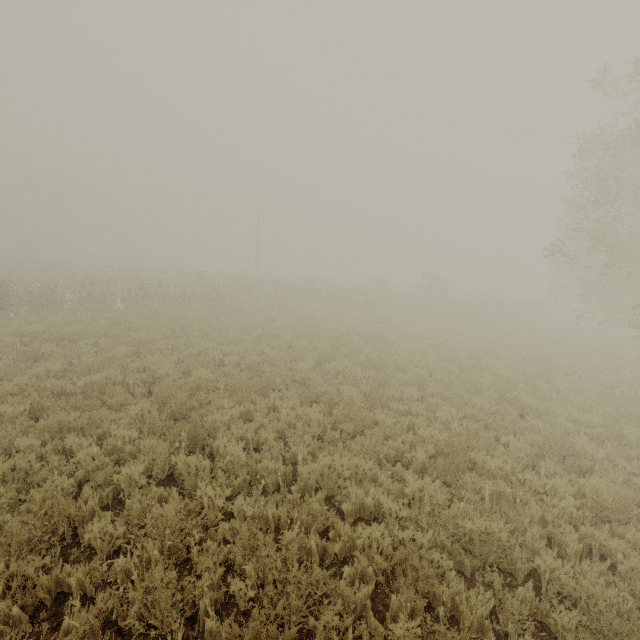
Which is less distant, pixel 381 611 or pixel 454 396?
pixel 381 611
